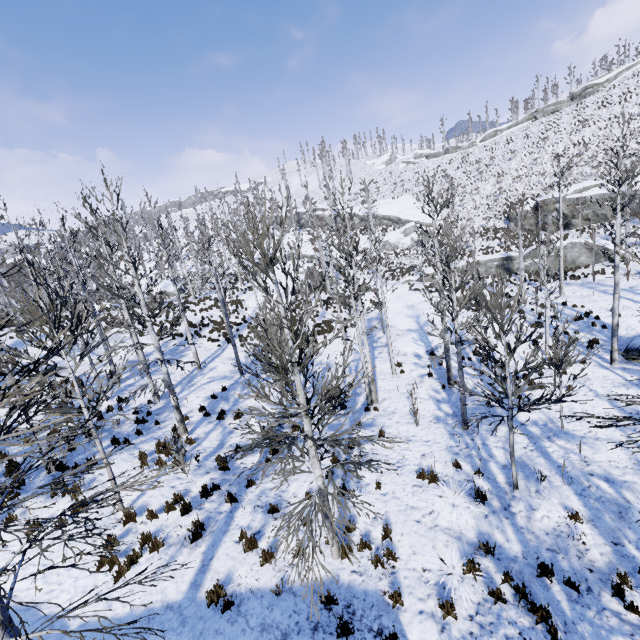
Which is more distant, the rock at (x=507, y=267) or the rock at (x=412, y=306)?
the rock at (x=507, y=267)

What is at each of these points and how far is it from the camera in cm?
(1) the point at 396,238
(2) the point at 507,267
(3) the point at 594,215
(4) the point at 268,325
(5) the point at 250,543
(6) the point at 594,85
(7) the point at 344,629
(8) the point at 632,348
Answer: (1) rock, 4941
(2) rock, 3247
(3) rock, 3281
(4) instancedfoliageactor, 668
(5) instancedfoliageactor, 710
(6) rock, 5209
(7) instancedfoliageactor, 541
(8) rock, 1445

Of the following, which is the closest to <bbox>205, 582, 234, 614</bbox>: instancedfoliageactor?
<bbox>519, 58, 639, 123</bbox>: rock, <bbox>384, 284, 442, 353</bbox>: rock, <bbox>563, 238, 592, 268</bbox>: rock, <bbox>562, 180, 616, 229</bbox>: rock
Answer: <bbox>384, 284, 442, 353</bbox>: rock

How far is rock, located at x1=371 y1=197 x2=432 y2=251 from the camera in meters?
48.6 m

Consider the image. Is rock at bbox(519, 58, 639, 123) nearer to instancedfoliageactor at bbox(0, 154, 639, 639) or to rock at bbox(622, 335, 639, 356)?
instancedfoliageactor at bbox(0, 154, 639, 639)

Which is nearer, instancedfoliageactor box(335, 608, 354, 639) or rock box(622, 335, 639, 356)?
instancedfoliageactor box(335, 608, 354, 639)

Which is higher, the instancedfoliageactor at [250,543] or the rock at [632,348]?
the instancedfoliageactor at [250,543]
